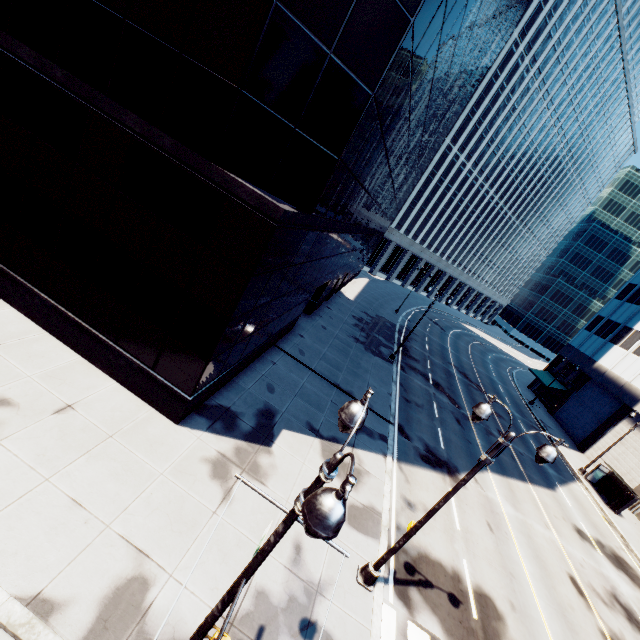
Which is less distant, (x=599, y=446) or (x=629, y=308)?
(x=599, y=446)

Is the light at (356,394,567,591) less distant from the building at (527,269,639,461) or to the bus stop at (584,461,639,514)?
the building at (527,269,639,461)

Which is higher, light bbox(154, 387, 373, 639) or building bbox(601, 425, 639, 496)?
light bbox(154, 387, 373, 639)

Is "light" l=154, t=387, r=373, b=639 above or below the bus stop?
above

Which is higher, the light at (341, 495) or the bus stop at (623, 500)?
the light at (341, 495)

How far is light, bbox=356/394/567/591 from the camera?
7.99m

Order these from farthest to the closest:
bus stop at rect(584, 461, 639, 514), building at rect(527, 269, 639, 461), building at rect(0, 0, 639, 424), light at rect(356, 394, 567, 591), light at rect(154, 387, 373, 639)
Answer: building at rect(527, 269, 639, 461), bus stop at rect(584, 461, 639, 514), building at rect(0, 0, 639, 424), light at rect(356, 394, 567, 591), light at rect(154, 387, 373, 639)

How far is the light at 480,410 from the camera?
8.0 meters
